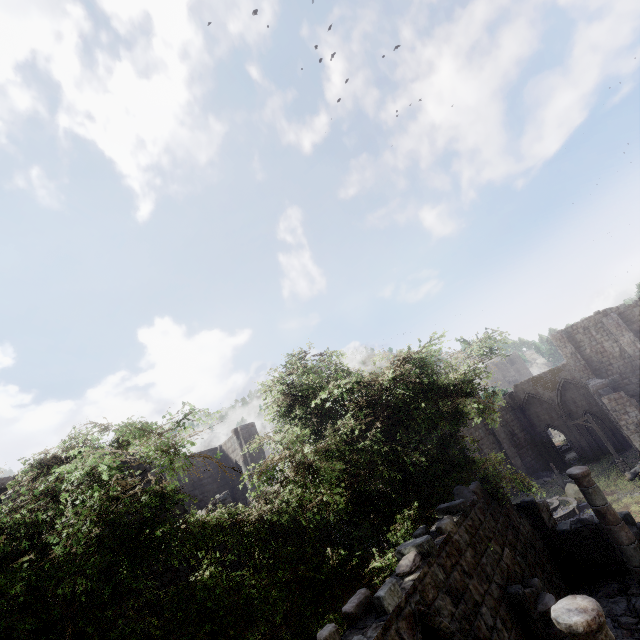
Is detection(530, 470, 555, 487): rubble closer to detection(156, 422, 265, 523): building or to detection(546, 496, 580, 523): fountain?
detection(156, 422, 265, 523): building

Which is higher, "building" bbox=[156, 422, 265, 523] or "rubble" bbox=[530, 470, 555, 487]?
"building" bbox=[156, 422, 265, 523]

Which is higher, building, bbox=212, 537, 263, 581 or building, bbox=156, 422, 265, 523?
building, bbox=156, 422, 265, 523

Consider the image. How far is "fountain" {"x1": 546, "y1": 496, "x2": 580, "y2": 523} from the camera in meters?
21.0 m

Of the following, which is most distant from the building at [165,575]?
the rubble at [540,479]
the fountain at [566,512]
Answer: the fountain at [566,512]

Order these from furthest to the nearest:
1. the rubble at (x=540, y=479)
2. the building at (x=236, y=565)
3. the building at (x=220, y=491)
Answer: the rubble at (x=540, y=479)
the building at (x=220, y=491)
the building at (x=236, y=565)

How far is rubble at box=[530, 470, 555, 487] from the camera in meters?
32.2

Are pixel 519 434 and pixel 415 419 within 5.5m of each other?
no
